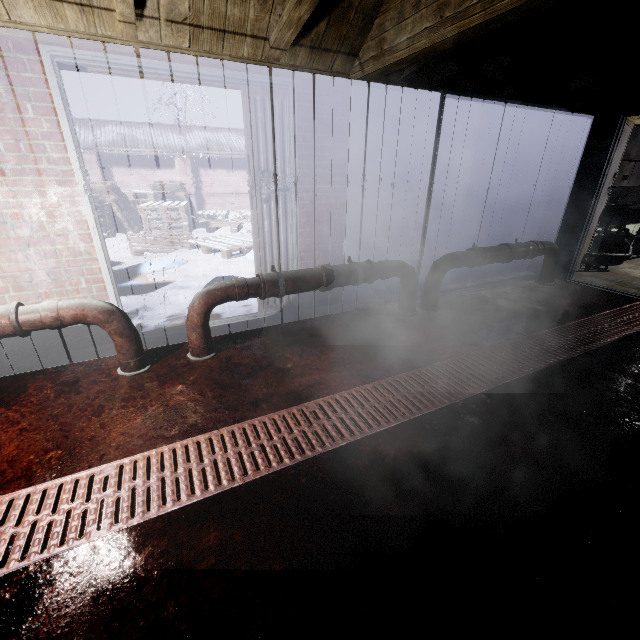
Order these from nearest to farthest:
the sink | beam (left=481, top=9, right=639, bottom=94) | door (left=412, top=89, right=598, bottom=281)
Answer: beam (left=481, top=9, right=639, bottom=94) → door (left=412, top=89, right=598, bottom=281) → the sink

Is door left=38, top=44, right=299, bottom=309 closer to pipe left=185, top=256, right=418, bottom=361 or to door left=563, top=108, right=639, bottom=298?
pipe left=185, top=256, right=418, bottom=361

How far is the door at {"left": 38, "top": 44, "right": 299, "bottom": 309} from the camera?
2.03m

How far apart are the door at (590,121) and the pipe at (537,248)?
0.1 meters

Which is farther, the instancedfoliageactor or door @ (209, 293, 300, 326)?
the instancedfoliageactor

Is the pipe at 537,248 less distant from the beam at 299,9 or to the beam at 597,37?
the beam at 597,37

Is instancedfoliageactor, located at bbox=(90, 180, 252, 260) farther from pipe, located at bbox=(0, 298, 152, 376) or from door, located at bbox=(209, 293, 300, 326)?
pipe, located at bbox=(0, 298, 152, 376)

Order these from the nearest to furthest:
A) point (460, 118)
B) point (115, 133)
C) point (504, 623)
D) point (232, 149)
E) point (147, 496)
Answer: point (504, 623)
point (147, 496)
point (460, 118)
point (115, 133)
point (232, 149)
